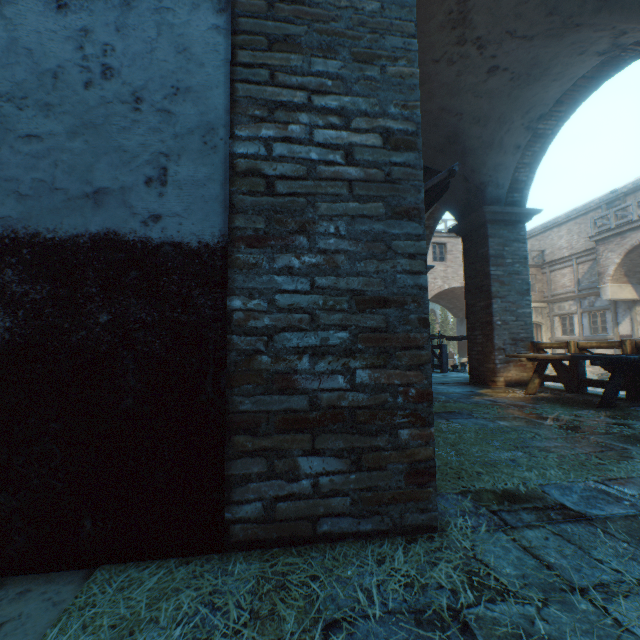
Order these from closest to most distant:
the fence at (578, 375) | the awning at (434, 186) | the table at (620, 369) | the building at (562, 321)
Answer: the awning at (434, 186) → the table at (620, 369) → the fence at (578, 375) → the building at (562, 321)

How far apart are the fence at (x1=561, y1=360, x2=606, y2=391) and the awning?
4.0m

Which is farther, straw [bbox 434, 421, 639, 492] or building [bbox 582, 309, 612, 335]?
building [bbox 582, 309, 612, 335]

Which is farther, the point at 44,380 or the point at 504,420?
the point at 504,420

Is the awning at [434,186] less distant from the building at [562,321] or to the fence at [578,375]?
the building at [562,321]

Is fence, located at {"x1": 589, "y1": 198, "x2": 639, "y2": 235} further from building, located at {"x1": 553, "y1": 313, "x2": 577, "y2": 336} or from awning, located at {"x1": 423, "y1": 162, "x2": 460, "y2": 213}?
awning, located at {"x1": 423, "y1": 162, "x2": 460, "y2": 213}

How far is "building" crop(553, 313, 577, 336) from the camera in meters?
19.7

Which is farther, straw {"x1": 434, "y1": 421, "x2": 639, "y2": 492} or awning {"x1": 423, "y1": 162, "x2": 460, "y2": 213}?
awning {"x1": 423, "y1": 162, "x2": 460, "y2": 213}
